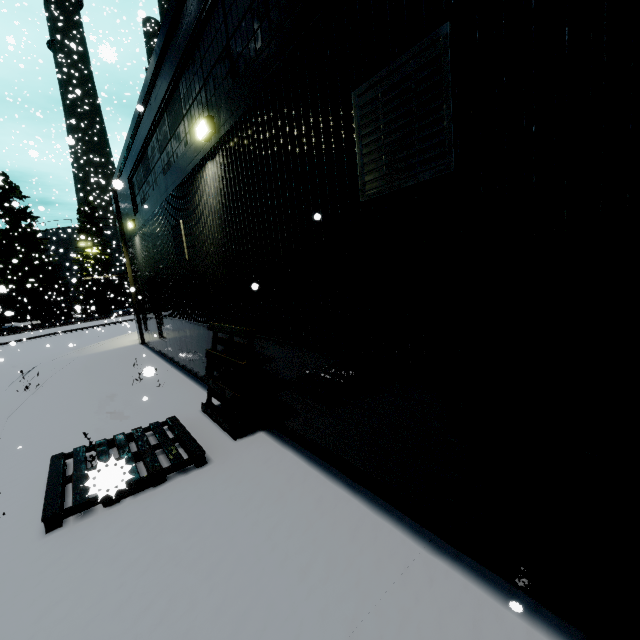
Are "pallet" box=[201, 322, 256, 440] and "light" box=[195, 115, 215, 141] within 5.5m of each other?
yes

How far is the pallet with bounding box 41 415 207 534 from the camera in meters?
1.4

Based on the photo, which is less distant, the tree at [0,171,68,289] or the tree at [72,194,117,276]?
the tree at [0,171,68,289]

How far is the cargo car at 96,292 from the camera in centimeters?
3956cm

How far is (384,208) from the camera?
3.04m

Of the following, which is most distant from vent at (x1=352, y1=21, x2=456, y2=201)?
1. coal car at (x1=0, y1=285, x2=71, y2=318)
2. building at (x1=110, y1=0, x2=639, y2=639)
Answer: coal car at (x1=0, y1=285, x2=71, y2=318)

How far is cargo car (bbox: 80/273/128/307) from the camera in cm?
3956

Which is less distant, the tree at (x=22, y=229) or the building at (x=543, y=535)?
the building at (x=543, y=535)
